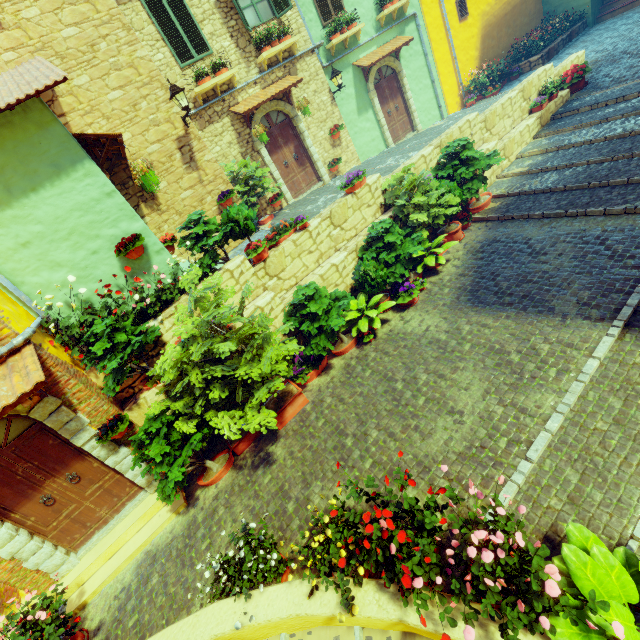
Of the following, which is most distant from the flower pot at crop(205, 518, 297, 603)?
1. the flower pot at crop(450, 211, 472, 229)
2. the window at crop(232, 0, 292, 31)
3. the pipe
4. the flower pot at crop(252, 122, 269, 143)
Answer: the window at crop(232, 0, 292, 31)

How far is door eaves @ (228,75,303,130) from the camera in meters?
9.5 m

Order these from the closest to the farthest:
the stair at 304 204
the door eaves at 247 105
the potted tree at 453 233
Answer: the potted tree at 453 233 < the stair at 304 204 < the door eaves at 247 105

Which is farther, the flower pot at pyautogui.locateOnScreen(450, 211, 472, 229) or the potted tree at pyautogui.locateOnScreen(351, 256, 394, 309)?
the flower pot at pyautogui.locateOnScreen(450, 211, 472, 229)

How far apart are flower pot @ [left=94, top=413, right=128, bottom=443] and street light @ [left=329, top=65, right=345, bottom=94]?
12.02m

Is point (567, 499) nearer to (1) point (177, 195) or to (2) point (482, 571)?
(2) point (482, 571)

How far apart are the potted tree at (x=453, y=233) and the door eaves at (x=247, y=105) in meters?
6.4

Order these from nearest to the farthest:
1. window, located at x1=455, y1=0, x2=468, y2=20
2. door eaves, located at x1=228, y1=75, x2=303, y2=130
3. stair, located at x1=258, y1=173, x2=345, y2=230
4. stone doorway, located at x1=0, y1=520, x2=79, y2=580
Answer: stone doorway, located at x1=0, y1=520, x2=79, y2=580
stair, located at x1=258, y1=173, x2=345, y2=230
door eaves, located at x1=228, y1=75, x2=303, y2=130
window, located at x1=455, y1=0, x2=468, y2=20
